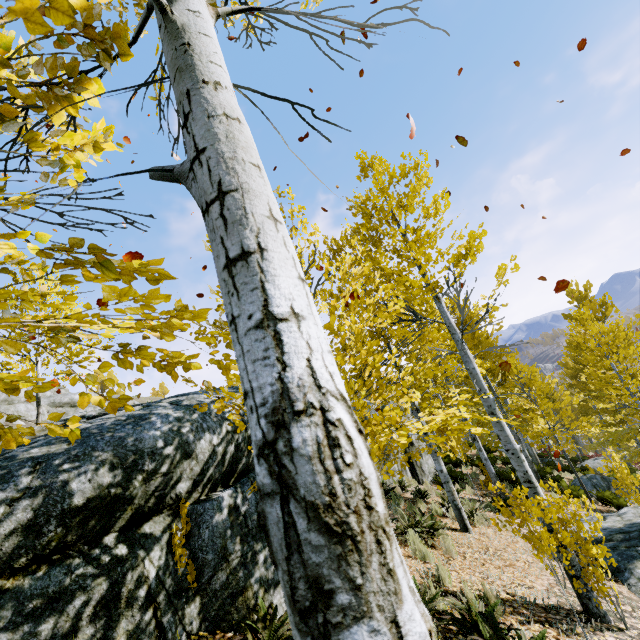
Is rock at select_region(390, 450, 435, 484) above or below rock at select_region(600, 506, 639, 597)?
above

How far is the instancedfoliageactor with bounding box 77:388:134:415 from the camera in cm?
164

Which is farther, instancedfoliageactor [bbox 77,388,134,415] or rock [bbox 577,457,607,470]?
rock [bbox 577,457,607,470]

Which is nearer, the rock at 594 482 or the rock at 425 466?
the rock at 425 466

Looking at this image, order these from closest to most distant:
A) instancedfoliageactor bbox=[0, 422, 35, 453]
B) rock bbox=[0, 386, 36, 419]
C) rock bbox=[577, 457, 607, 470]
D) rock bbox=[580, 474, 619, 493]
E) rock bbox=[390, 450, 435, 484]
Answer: instancedfoliageactor bbox=[0, 422, 35, 453] < rock bbox=[390, 450, 435, 484] < rock bbox=[580, 474, 619, 493] < rock bbox=[577, 457, 607, 470] < rock bbox=[0, 386, 36, 419]

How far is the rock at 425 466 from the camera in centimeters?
1191cm

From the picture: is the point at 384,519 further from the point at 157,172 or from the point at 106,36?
the point at 106,36

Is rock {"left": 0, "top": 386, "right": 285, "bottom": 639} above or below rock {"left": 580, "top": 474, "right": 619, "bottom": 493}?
above
